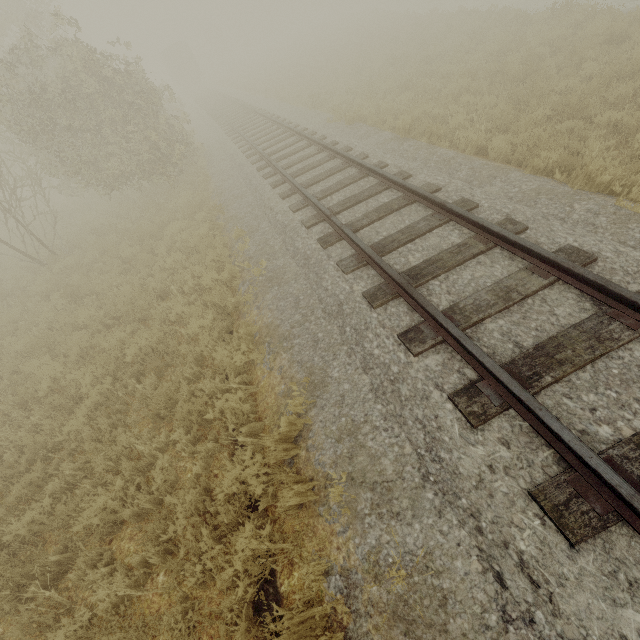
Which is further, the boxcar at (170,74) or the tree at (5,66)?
the boxcar at (170,74)

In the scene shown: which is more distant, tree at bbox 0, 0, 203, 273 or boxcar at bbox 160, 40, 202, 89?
boxcar at bbox 160, 40, 202, 89

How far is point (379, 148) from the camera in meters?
8.8 m

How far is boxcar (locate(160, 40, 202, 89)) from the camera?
40.16m

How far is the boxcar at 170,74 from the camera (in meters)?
40.16
